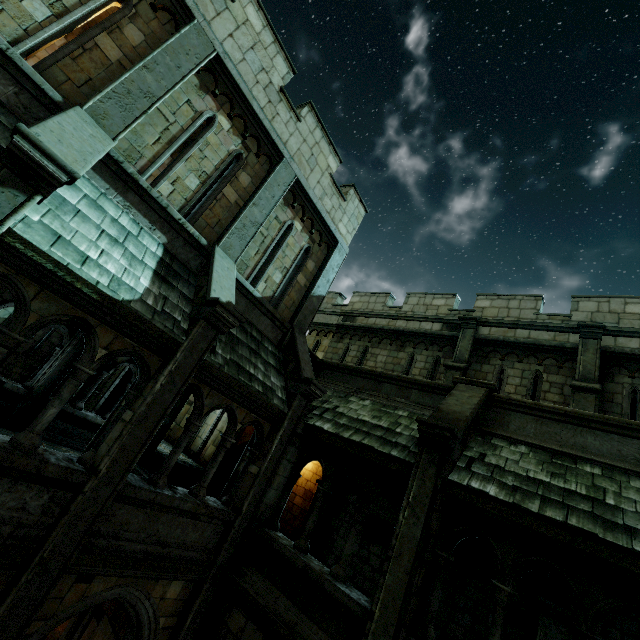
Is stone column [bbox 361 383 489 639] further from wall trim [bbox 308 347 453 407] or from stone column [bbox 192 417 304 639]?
stone column [bbox 192 417 304 639]

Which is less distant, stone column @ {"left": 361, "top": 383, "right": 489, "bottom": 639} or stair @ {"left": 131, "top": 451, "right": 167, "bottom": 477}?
stone column @ {"left": 361, "top": 383, "right": 489, "bottom": 639}

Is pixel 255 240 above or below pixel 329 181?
below

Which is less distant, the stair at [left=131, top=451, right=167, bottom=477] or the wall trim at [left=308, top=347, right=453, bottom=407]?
the wall trim at [left=308, top=347, right=453, bottom=407]

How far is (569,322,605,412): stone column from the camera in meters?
8.6 m

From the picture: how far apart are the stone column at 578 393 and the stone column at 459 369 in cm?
252

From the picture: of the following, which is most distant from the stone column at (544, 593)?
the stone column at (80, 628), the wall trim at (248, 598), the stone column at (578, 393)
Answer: the stone column at (80, 628)

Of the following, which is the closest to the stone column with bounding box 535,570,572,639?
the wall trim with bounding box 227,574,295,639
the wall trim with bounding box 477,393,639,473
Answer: the wall trim with bounding box 477,393,639,473
